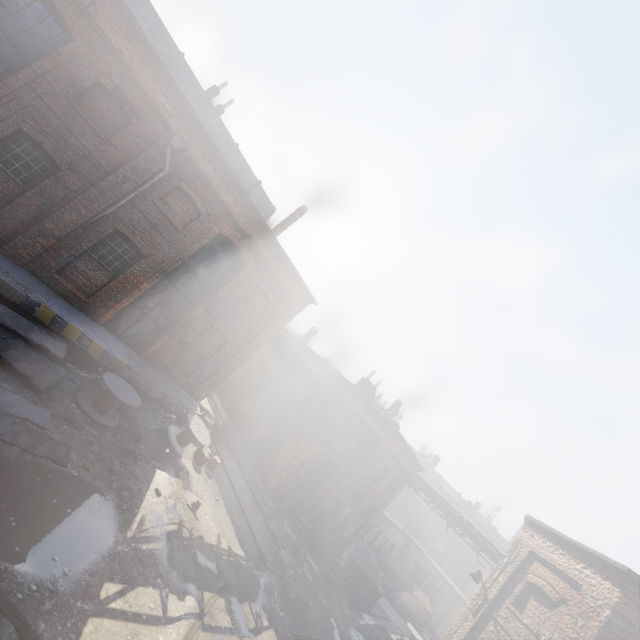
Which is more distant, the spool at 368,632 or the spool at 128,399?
the spool at 368,632

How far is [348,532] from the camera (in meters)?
21.55

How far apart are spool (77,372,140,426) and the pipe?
18.8 meters

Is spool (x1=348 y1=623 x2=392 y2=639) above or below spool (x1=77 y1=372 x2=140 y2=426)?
above

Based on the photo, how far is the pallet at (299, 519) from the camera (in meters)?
17.97

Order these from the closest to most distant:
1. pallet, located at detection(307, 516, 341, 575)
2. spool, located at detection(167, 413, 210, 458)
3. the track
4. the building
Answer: the track < the building < spool, located at detection(167, 413, 210, 458) < pallet, located at detection(307, 516, 341, 575)

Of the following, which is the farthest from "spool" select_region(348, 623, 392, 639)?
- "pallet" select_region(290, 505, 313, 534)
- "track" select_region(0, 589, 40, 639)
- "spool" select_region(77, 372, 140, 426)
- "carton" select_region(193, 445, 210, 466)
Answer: "spool" select_region(77, 372, 140, 426)

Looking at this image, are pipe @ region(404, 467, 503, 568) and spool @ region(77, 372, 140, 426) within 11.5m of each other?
no
